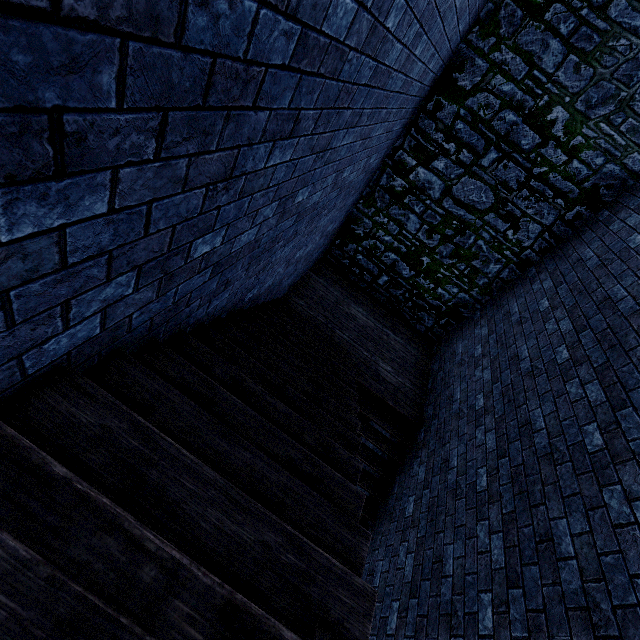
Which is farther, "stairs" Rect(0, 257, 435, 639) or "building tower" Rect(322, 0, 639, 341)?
"building tower" Rect(322, 0, 639, 341)

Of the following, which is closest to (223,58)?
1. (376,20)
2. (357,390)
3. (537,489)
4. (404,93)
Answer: (376,20)

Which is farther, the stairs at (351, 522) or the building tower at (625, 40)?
the building tower at (625, 40)
